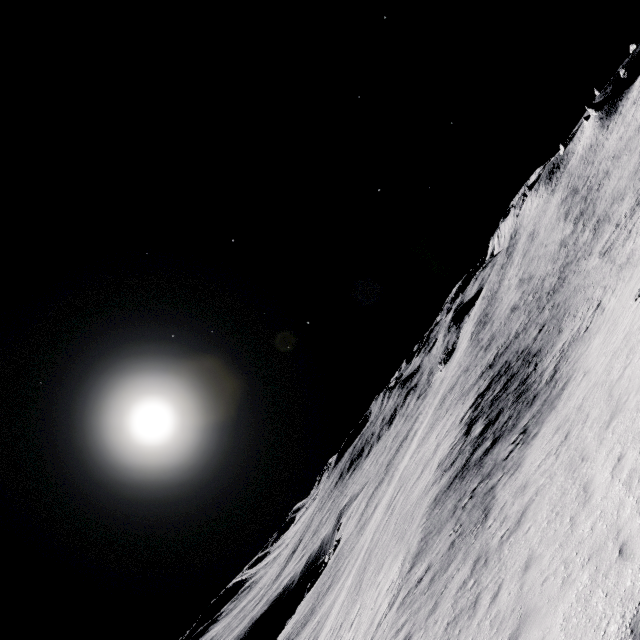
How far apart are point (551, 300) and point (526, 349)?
8.7m
